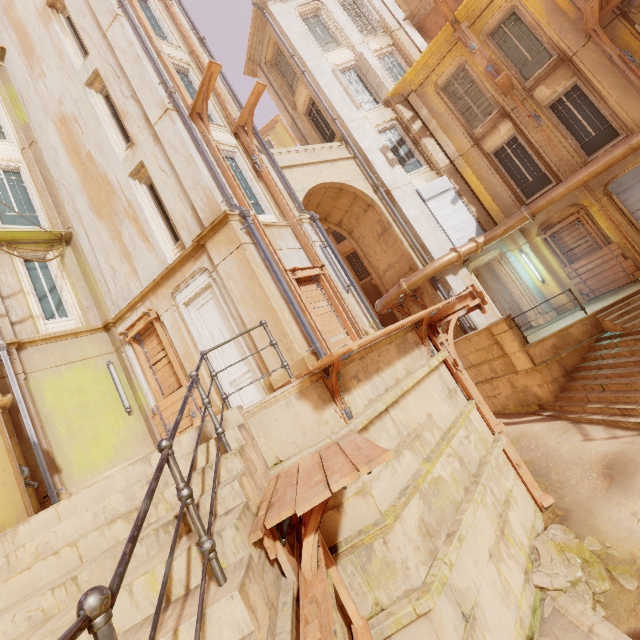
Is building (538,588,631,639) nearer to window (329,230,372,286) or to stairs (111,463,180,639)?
stairs (111,463,180,639)

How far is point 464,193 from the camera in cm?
1403

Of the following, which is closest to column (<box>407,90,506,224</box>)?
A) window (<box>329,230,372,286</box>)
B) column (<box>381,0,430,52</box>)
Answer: column (<box>381,0,430,52</box>)

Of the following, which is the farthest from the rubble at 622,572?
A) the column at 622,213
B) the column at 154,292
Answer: the column at 622,213

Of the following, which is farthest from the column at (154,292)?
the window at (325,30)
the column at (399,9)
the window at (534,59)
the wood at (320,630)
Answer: the column at (399,9)

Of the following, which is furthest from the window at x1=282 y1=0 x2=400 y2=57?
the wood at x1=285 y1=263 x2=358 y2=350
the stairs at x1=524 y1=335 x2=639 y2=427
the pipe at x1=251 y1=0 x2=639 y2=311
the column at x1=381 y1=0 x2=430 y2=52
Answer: the stairs at x1=524 y1=335 x2=639 y2=427

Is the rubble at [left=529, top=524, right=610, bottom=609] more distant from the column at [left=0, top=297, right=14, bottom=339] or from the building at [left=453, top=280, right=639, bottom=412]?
the column at [left=0, top=297, right=14, bottom=339]

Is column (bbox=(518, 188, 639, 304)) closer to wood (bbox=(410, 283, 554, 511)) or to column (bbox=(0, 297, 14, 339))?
wood (bbox=(410, 283, 554, 511))
